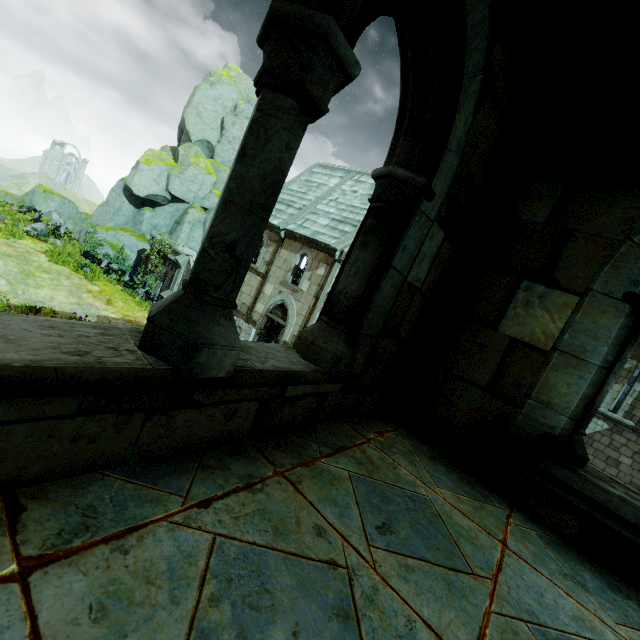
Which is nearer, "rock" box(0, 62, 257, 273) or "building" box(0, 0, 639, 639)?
"building" box(0, 0, 639, 639)

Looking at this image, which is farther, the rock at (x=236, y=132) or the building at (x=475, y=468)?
the rock at (x=236, y=132)

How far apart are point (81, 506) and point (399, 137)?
2.1 meters
